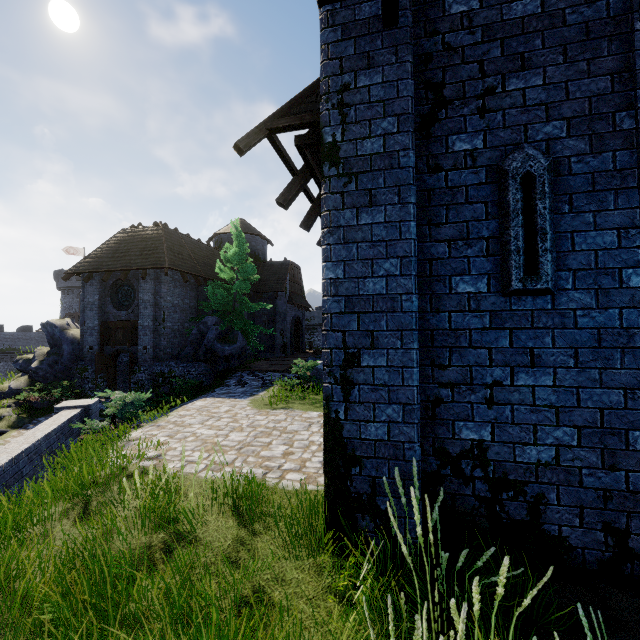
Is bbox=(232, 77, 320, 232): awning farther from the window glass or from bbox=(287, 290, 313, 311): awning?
bbox=(287, 290, 313, 311): awning

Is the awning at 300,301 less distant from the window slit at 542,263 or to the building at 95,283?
the building at 95,283

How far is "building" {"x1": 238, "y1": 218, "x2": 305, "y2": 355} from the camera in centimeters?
2894cm

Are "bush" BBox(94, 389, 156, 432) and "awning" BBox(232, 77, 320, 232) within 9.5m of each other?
yes

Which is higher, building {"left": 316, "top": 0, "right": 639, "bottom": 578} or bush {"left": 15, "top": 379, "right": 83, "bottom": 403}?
building {"left": 316, "top": 0, "right": 639, "bottom": 578}

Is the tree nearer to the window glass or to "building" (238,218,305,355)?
"building" (238,218,305,355)

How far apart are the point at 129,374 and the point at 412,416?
18.8 meters

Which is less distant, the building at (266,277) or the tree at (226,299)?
the tree at (226,299)
